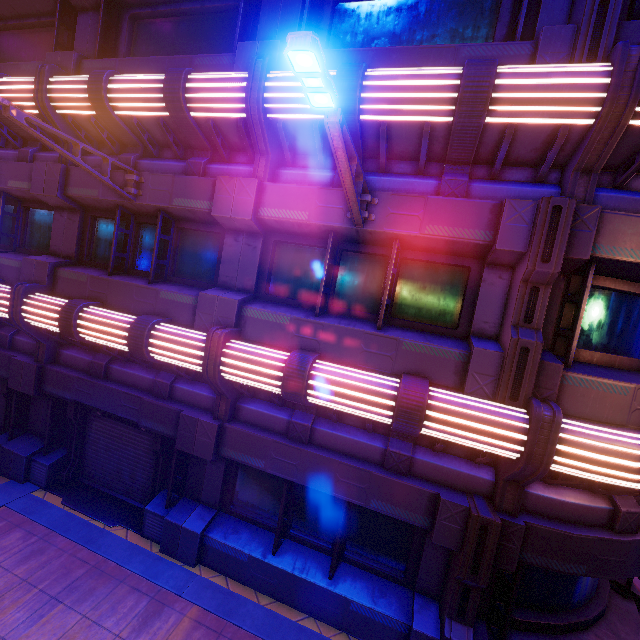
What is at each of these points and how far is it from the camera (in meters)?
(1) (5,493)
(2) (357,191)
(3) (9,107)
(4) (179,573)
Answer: (1) pillar, 7.39
(2) street light, 4.79
(3) street light, 4.61
(4) beam, 6.22

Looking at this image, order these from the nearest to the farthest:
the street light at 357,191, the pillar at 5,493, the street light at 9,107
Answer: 1. the street light at 357,191
2. the street light at 9,107
3. the pillar at 5,493

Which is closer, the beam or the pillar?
the beam

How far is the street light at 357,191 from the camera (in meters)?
2.38

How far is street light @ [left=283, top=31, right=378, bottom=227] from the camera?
2.4 meters

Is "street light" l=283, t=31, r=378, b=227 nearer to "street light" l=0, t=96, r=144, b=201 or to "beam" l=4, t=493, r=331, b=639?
"street light" l=0, t=96, r=144, b=201

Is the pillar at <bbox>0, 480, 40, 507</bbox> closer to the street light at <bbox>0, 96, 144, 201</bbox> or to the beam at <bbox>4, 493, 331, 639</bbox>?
the beam at <bbox>4, 493, 331, 639</bbox>

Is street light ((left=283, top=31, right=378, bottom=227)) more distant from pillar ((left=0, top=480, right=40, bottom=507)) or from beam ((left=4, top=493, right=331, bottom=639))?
pillar ((left=0, top=480, right=40, bottom=507))
